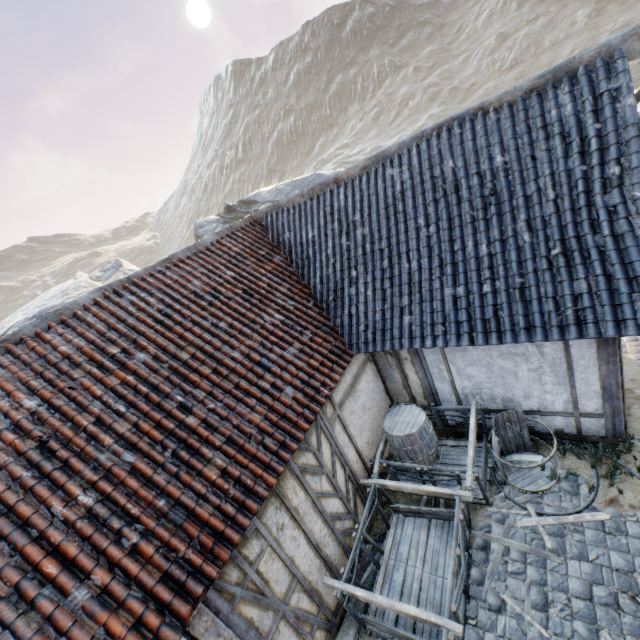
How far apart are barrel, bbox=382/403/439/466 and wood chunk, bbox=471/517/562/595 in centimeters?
118cm

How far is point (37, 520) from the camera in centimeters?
335cm

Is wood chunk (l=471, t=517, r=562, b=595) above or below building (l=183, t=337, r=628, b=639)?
below

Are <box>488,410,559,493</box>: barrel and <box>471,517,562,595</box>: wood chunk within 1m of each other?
yes

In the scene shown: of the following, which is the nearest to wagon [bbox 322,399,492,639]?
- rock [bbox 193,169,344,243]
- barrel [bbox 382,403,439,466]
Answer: barrel [bbox 382,403,439,466]

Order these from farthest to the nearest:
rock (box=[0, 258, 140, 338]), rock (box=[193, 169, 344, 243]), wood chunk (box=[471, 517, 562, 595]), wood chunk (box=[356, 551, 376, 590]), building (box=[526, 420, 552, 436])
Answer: rock (box=[193, 169, 344, 243]) → rock (box=[0, 258, 140, 338]) → building (box=[526, 420, 552, 436]) → wood chunk (box=[356, 551, 376, 590]) → wood chunk (box=[471, 517, 562, 595])

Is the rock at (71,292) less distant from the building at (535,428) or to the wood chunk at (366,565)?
the building at (535,428)

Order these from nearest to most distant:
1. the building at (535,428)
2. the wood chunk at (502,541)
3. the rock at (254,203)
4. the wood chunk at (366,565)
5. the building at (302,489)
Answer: the building at (302,489) → the wood chunk at (502,541) → the wood chunk at (366,565) → the building at (535,428) → the rock at (254,203)
